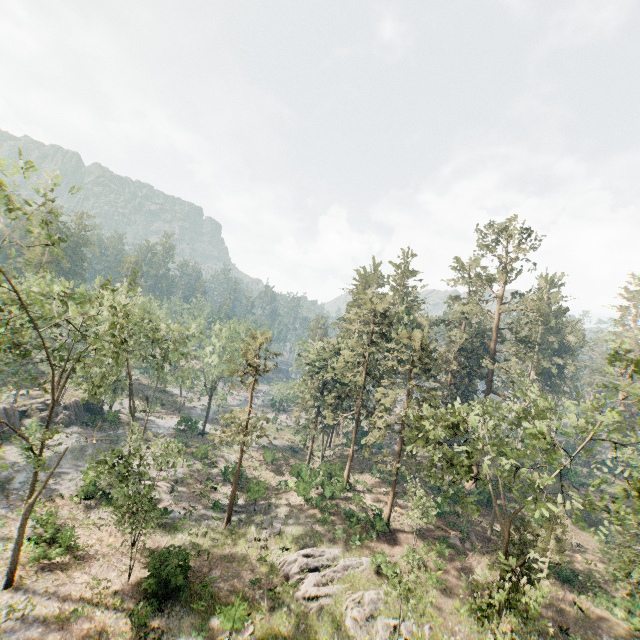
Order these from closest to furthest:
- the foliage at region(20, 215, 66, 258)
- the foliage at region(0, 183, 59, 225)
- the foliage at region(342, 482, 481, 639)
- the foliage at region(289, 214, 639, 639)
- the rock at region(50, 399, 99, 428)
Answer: the foliage at region(0, 183, 59, 225), the foliage at region(20, 215, 66, 258), the foliage at region(289, 214, 639, 639), the foliage at region(342, 482, 481, 639), the rock at region(50, 399, 99, 428)

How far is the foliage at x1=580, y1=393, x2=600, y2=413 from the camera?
15.0m

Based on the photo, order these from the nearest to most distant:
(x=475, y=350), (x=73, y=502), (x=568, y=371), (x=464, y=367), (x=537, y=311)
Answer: (x=73, y=502) < (x=464, y=367) < (x=475, y=350) < (x=568, y=371) < (x=537, y=311)

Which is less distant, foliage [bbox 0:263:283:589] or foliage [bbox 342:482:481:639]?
foliage [bbox 342:482:481:639]

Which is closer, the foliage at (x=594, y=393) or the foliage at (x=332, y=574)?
the foliage at (x=594, y=393)

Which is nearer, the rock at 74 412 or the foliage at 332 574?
the foliage at 332 574

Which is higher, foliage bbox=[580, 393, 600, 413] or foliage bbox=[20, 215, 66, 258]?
foliage bbox=[20, 215, 66, 258]

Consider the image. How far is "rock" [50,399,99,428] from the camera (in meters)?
43.38
